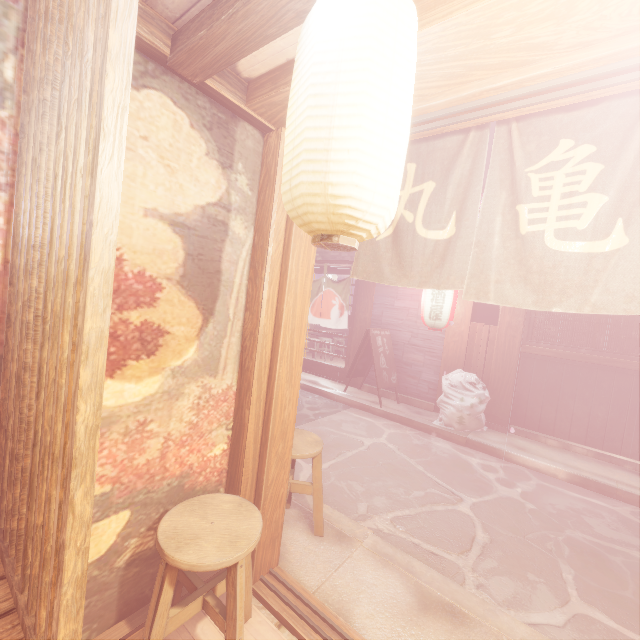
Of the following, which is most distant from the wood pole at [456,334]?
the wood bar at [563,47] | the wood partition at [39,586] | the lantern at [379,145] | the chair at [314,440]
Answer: the wood partition at [39,586]

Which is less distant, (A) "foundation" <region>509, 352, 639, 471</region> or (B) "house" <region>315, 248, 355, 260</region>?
(A) "foundation" <region>509, 352, 639, 471</region>

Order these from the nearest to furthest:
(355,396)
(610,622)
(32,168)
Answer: (32,168), (610,622), (355,396)

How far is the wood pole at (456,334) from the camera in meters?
11.1

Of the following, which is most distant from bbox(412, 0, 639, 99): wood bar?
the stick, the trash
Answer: the stick

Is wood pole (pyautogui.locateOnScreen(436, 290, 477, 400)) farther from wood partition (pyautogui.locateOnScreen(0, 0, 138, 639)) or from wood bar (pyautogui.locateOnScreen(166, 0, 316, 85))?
wood partition (pyautogui.locateOnScreen(0, 0, 138, 639))

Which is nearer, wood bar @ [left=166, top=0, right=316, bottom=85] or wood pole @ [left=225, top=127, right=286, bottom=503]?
wood bar @ [left=166, top=0, right=316, bottom=85]

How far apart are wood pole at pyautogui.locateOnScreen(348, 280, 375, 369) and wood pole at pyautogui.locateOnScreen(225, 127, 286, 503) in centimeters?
1017cm
